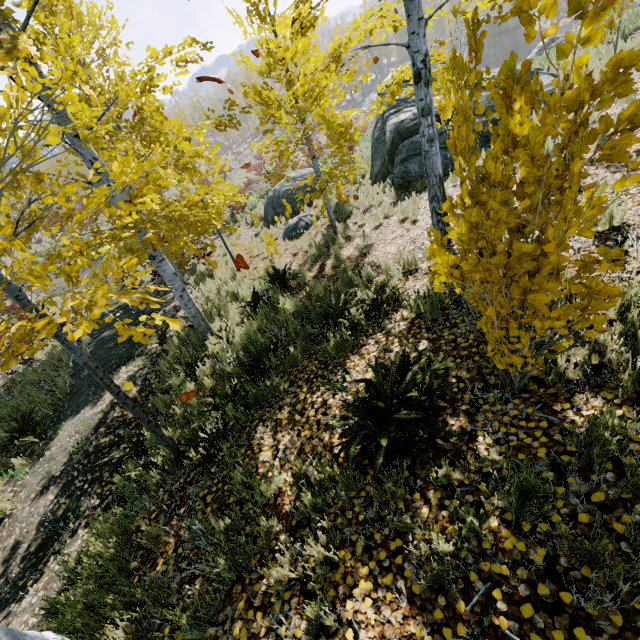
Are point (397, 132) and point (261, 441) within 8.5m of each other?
no

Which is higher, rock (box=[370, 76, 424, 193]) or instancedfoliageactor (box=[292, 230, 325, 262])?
rock (box=[370, 76, 424, 193])

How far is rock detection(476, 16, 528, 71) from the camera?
41.5 meters

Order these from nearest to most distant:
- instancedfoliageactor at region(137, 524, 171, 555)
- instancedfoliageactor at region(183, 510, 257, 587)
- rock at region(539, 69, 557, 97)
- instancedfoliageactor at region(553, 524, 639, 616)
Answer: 1. instancedfoliageactor at region(553, 524, 639, 616)
2. instancedfoliageactor at region(183, 510, 257, 587)
3. instancedfoliageactor at region(137, 524, 171, 555)
4. rock at region(539, 69, 557, 97)

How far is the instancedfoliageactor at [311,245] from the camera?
8.7 meters

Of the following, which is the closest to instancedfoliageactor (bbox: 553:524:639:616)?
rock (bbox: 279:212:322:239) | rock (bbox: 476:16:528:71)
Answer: rock (bbox: 476:16:528:71)

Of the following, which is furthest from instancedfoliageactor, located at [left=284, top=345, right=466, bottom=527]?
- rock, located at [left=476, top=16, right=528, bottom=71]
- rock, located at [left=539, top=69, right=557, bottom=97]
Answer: rock, located at [left=539, top=69, right=557, bottom=97]

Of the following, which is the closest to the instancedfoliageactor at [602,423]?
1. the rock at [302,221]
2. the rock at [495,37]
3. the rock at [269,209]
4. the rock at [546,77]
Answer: the rock at [495,37]
